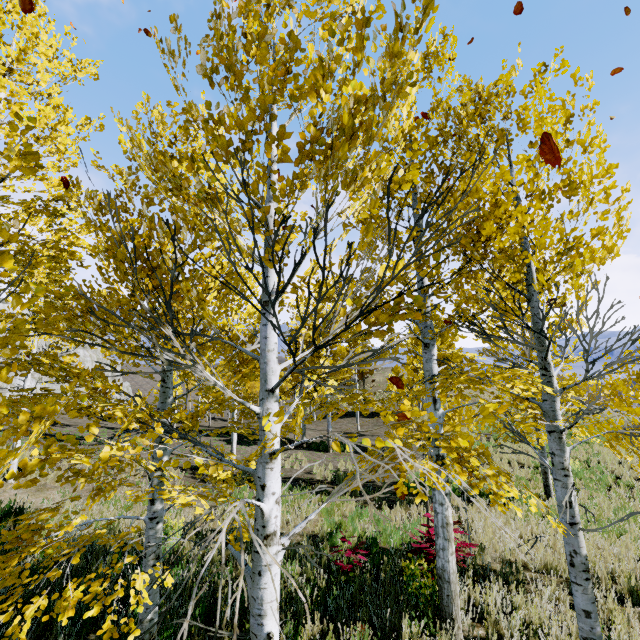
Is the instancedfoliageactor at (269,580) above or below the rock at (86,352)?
below

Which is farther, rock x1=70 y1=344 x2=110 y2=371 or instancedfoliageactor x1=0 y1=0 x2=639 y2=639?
rock x1=70 y1=344 x2=110 y2=371

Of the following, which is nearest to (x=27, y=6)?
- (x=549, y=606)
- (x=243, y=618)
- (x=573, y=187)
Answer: (x=573, y=187)

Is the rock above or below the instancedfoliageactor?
above

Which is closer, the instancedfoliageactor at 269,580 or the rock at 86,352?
the instancedfoliageactor at 269,580

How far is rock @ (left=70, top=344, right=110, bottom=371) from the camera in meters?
36.8 m
